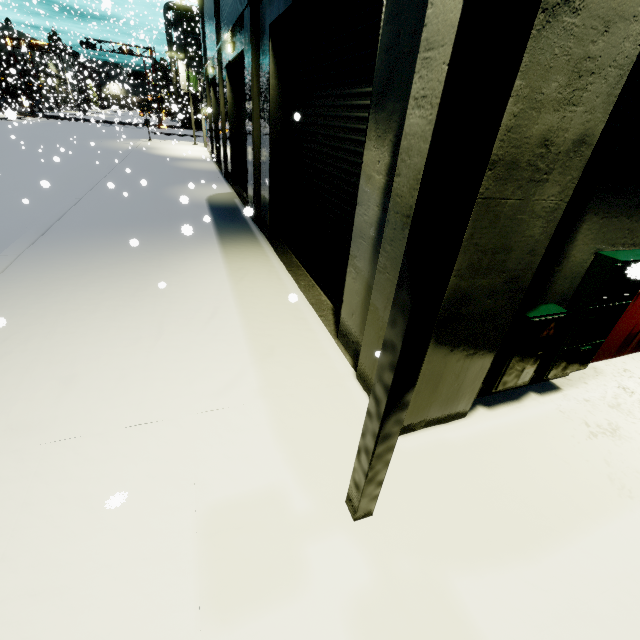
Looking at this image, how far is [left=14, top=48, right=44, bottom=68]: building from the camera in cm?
4096

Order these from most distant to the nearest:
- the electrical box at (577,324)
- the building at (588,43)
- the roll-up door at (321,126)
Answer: the roll-up door at (321,126) < the electrical box at (577,324) < the building at (588,43)

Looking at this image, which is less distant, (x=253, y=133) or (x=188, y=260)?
(x=188, y=260)

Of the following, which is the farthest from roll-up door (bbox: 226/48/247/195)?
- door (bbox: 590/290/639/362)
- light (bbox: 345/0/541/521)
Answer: door (bbox: 590/290/639/362)

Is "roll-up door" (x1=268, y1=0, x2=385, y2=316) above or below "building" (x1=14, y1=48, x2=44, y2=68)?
below

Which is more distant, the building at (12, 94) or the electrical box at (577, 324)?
the building at (12, 94)

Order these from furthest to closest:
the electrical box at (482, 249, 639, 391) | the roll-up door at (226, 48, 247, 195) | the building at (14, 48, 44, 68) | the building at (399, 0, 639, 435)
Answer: the building at (14, 48, 44, 68)
the roll-up door at (226, 48, 247, 195)
the electrical box at (482, 249, 639, 391)
the building at (399, 0, 639, 435)

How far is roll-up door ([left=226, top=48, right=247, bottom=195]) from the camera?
11.80m
